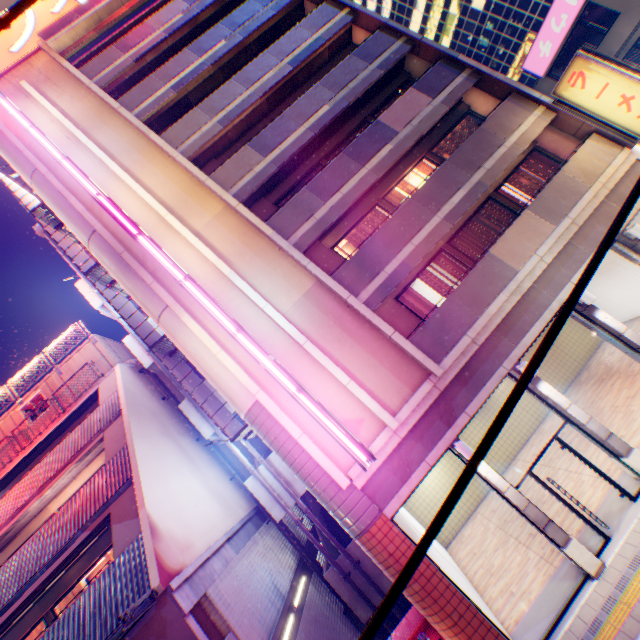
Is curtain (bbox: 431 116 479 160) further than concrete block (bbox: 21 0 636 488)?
Yes

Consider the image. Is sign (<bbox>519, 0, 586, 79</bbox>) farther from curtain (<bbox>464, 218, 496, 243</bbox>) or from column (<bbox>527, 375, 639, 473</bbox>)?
column (<bbox>527, 375, 639, 473</bbox>)

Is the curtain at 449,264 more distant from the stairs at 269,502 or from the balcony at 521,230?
the stairs at 269,502

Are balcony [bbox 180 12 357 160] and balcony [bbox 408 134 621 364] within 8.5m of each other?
no

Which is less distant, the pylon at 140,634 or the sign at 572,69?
the pylon at 140,634

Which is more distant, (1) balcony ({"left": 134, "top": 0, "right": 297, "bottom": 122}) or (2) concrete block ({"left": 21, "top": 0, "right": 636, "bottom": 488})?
(1) balcony ({"left": 134, "top": 0, "right": 297, "bottom": 122})

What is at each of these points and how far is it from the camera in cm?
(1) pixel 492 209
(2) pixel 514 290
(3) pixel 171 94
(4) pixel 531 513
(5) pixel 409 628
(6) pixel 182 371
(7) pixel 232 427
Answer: (1) curtain, 1240
(2) concrete block, 977
(3) balcony, 1357
(4) column, 815
(5) vending machine, 830
(6) billboard, 1264
(7) billboard, 1181

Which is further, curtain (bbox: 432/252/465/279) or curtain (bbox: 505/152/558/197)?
curtain (bbox: 505/152/558/197)
